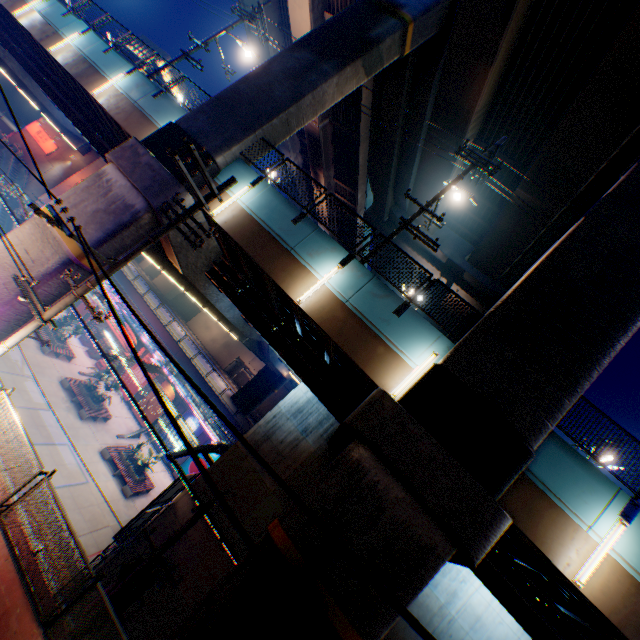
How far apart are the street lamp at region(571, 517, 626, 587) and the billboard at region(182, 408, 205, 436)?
27.9m

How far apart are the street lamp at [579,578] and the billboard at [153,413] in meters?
30.1

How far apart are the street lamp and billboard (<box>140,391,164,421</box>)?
30.12m

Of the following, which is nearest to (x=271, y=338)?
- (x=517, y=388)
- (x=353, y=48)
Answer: (x=517, y=388)

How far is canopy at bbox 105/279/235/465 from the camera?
19.7m

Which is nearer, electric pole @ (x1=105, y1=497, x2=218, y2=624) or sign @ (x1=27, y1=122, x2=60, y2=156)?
electric pole @ (x1=105, y1=497, x2=218, y2=624)

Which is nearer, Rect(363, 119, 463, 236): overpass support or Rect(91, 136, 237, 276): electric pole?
Rect(91, 136, 237, 276): electric pole

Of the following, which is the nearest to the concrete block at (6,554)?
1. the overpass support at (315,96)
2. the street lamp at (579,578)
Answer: the overpass support at (315,96)
